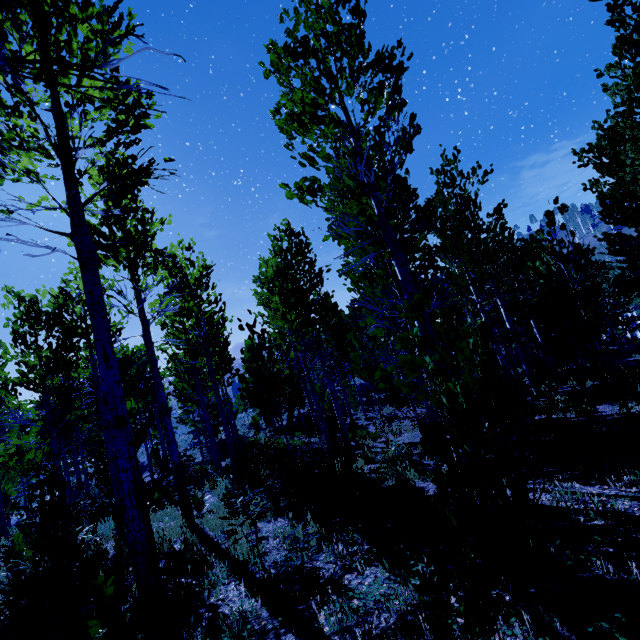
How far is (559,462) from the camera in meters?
5.7 m
